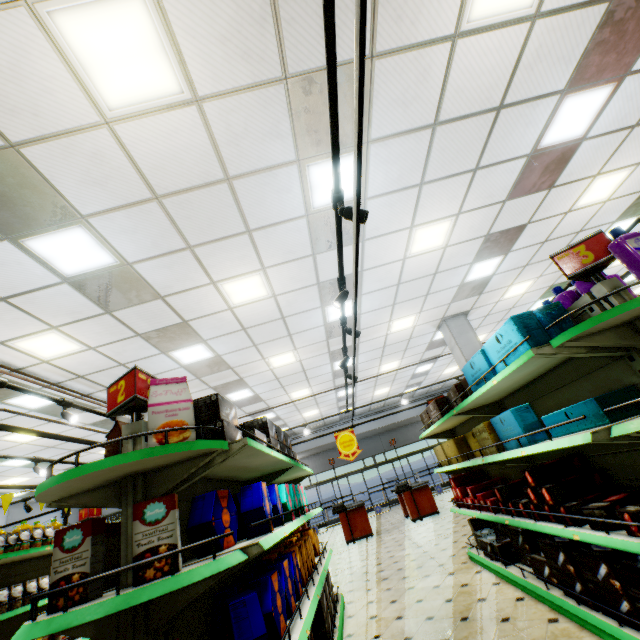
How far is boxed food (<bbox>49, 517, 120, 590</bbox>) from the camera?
Answer: 1.6 meters

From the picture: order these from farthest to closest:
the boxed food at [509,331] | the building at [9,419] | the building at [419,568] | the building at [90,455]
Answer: the building at [90,455]
the building at [9,419]
the building at [419,568]
the boxed food at [509,331]

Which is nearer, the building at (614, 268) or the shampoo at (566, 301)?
the shampoo at (566, 301)

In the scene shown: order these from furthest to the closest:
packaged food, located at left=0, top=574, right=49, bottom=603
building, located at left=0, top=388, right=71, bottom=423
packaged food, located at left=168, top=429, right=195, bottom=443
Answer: building, located at left=0, top=388, right=71, bottom=423, packaged food, located at left=0, top=574, right=49, bottom=603, packaged food, located at left=168, top=429, right=195, bottom=443

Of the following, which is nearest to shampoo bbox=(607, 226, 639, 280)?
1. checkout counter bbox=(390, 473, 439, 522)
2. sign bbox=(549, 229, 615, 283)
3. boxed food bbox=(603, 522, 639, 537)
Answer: sign bbox=(549, 229, 615, 283)

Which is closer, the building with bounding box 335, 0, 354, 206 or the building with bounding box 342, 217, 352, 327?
the building with bounding box 335, 0, 354, 206

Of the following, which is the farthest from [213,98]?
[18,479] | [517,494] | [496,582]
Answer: [18,479]

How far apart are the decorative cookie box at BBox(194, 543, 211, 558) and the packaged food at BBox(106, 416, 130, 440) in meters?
0.5 m
